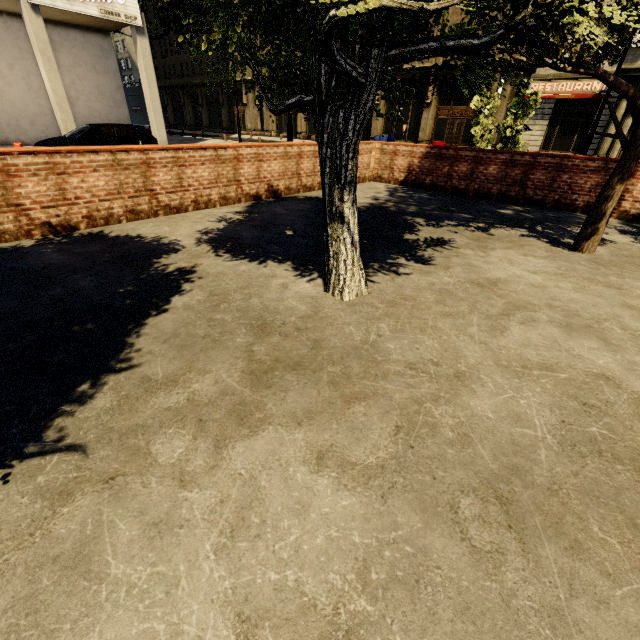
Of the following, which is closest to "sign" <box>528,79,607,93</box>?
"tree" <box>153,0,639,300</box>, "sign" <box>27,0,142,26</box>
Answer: "tree" <box>153,0,639,300</box>

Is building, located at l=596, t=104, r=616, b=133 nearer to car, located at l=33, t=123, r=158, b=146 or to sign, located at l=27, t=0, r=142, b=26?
sign, located at l=27, t=0, r=142, b=26

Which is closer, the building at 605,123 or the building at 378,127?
the building at 605,123

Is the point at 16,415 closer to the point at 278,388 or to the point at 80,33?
the point at 278,388

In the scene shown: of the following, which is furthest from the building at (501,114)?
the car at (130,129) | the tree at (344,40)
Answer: the car at (130,129)

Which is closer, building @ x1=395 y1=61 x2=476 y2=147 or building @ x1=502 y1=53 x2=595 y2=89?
building @ x1=502 y1=53 x2=595 y2=89

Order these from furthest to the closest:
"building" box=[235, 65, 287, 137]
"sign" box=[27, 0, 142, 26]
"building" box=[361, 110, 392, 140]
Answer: "building" box=[235, 65, 287, 137], "building" box=[361, 110, 392, 140], "sign" box=[27, 0, 142, 26]

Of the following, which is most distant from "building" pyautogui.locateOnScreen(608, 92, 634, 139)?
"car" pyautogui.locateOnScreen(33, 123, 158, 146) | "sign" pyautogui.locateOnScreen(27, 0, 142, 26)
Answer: "car" pyautogui.locateOnScreen(33, 123, 158, 146)
